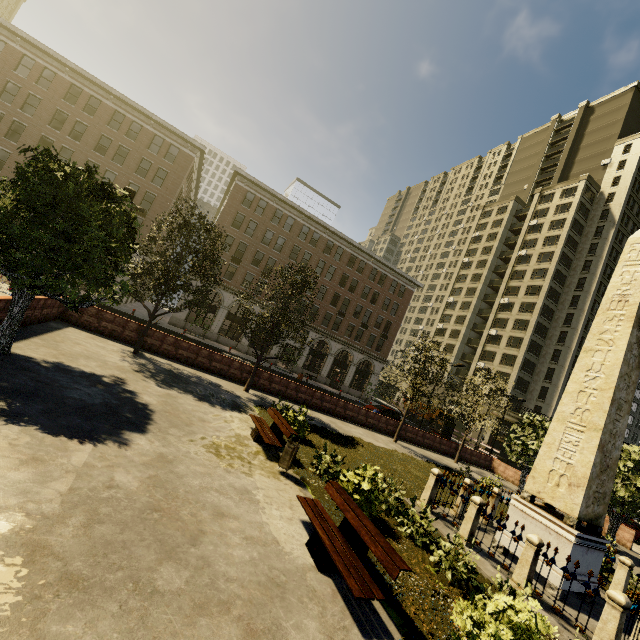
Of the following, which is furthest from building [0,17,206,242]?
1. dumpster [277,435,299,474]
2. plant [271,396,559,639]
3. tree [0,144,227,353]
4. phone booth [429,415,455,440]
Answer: phone booth [429,415,455,440]

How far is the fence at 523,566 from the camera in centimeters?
789cm

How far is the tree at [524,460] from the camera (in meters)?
21.92

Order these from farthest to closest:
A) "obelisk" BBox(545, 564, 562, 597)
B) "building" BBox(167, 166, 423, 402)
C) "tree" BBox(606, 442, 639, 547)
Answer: "building" BBox(167, 166, 423, 402) → "tree" BBox(606, 442, 639, 547) → "obelisk" BBox(545, 564, 562, 597)

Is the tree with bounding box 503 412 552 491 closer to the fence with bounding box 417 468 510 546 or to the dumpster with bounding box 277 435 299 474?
the fence with bounding box 417 468 510 546

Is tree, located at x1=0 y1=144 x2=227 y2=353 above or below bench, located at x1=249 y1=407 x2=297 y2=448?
above

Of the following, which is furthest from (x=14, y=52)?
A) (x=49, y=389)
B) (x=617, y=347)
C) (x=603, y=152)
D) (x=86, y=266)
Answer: (x=603, y=152)

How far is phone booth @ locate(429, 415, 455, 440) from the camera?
27.3 meters
